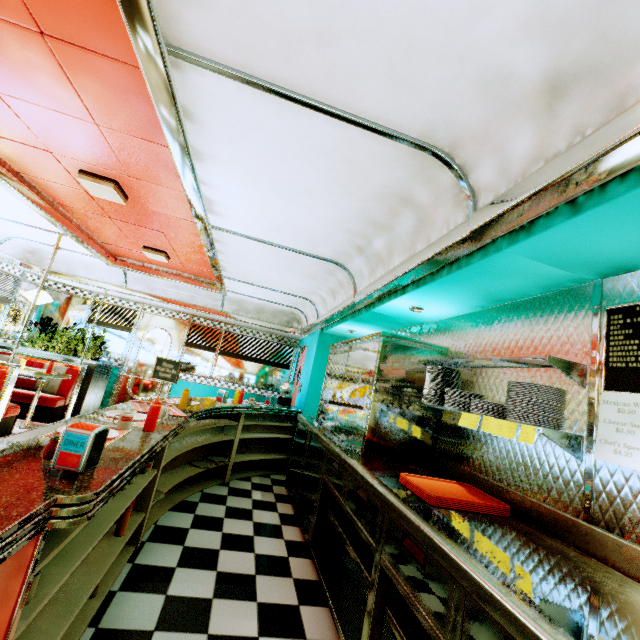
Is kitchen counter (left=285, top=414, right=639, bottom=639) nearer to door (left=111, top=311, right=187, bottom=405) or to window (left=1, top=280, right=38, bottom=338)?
door (left=111, top=311, right=187, bottom=405)

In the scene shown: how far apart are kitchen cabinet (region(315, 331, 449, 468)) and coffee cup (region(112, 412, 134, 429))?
1.9 meters

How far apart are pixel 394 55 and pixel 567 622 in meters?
2.2

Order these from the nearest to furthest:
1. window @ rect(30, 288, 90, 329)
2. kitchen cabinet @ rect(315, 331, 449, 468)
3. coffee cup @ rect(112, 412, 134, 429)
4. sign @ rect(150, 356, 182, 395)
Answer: coffee cup @ rect(112, 412, 134, 429)
kitchen cabinet @ rect(315, 331, 449, 468)
sign @ rect(150, 356, 182, 395)
window @ rect(30, 288, 90, 329)

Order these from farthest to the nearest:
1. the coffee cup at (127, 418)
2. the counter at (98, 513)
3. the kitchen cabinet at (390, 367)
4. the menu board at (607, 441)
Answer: the kitchen cabinet at (390, 367) < the coffee cup at (127, 418) < the menu board at (607, 441) < the counter at (98, 513)

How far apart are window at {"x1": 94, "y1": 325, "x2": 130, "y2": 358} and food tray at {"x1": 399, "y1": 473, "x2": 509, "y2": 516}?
7.4 meters

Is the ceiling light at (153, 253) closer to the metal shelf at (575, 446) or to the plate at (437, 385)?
the plate at (437, 385)

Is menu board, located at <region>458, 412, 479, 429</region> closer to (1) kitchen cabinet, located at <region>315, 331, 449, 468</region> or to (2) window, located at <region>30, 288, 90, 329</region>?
(1) kitchen cabinet, located at <region>315, 331, 449, 468</region>
